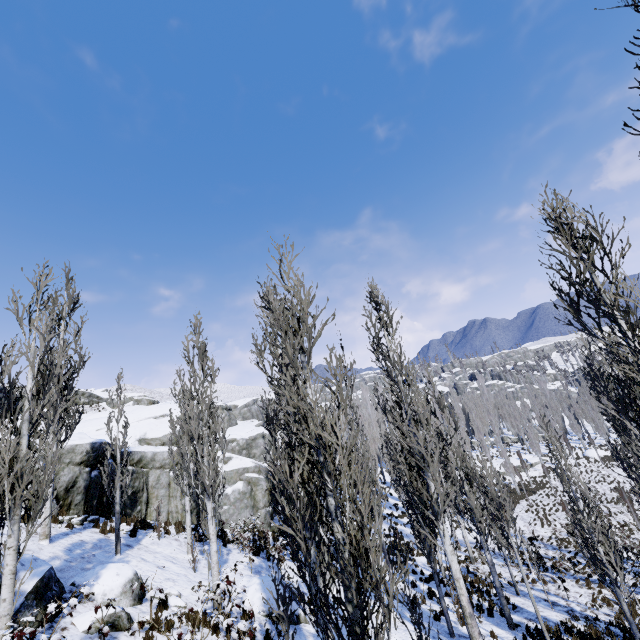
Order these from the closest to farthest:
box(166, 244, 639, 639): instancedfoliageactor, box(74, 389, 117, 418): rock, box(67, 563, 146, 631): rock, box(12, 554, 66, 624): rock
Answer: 1. box(166, 244, 639, 639): instancedfoliageactor
2. box(12, 554, 66, 624): rock
3. box(67, 563, 146, 631): rock
4. box(74, 389, 117, 418): rock

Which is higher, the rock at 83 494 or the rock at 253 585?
the rock at 83 494

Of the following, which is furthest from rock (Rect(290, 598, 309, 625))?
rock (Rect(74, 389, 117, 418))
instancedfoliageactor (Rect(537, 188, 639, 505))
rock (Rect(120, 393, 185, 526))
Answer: rock (Rect(74, 389, 117, 418))

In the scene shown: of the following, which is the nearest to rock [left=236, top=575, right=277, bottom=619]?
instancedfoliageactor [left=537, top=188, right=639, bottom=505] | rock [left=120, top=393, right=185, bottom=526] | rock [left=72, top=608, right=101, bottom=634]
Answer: instancedfoliageactor [left=537, top=188, right=639, bottom=505]

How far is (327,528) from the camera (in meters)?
5.05

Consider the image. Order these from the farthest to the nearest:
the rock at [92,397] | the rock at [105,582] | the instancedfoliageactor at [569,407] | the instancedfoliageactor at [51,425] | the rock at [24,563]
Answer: the instancedfoliageactor at [569,407], the rock at [92,397], the rock at [105,582], the rock at [24,563], the instancedfoliageactor at [51,425]

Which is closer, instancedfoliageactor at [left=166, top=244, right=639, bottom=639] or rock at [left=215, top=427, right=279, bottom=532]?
instancedfoliageactor at [left=166, top=244, right=639, bottom=639]

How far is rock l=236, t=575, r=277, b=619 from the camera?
10.5 meters
